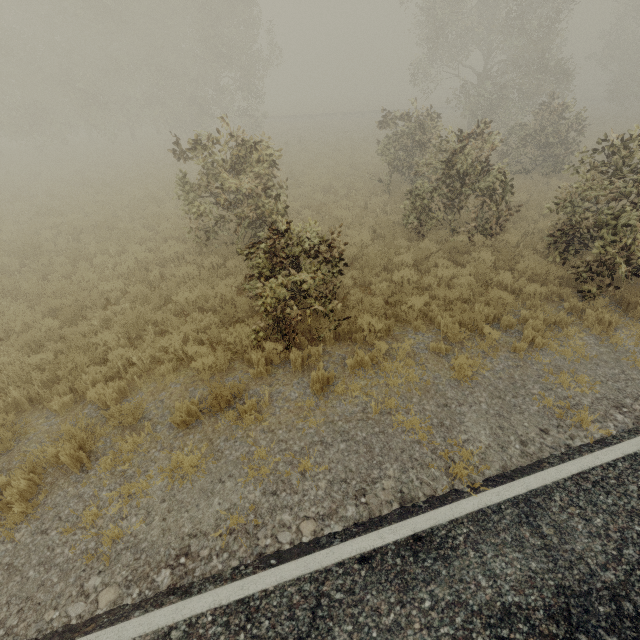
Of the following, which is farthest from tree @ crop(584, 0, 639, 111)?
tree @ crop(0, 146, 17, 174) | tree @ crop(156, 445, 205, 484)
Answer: tree @ crop(0, 146, 17, 174)

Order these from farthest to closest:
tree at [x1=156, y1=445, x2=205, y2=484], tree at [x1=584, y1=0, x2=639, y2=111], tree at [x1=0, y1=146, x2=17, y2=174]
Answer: tree at [x1=584, y1=0, x2=639, y2=111] → tree at [x1=0, y1=146, x2=17, y2=174] → tree at [x1=156, y1=445, x2=205, y2=484]

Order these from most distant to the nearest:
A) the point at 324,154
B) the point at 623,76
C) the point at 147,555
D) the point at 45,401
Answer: the point at 623,76
the point at 324,154
the point at 45,401
the point at 147,555

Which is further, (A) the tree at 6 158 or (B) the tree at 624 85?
(B) the tree at 624 85

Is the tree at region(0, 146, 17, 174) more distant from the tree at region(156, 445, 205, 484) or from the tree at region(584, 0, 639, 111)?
the tree at region(584, 0, 639, 111)

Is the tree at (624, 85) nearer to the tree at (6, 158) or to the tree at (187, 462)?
the tree at (187, 462)

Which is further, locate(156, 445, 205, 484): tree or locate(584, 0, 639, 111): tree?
locate(584, 0, 639, 111): tree
